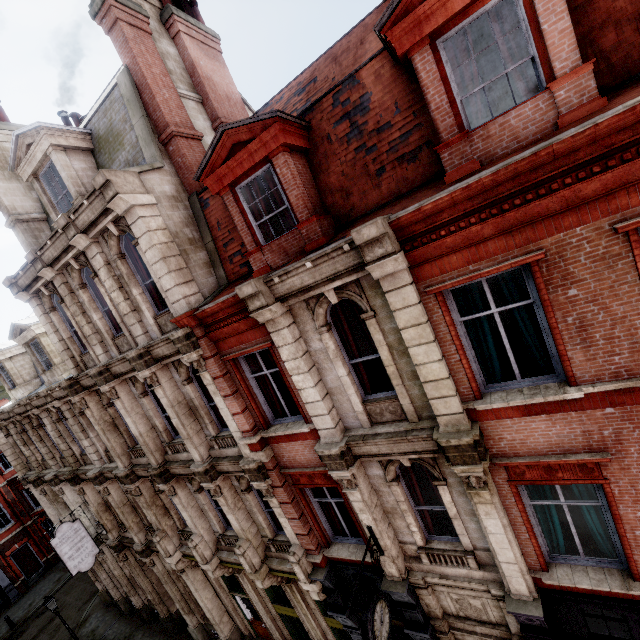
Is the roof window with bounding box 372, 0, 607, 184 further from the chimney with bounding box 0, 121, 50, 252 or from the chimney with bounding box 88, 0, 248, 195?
the chimney with bounding box 0, 121, 50, 252

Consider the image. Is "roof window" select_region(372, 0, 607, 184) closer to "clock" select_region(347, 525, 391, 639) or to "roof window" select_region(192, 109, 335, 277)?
"roof window" select_region(192, 109, 335, 277)

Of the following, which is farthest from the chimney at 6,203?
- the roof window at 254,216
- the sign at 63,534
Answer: the sign at 63,534

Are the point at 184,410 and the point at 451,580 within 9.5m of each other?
yes

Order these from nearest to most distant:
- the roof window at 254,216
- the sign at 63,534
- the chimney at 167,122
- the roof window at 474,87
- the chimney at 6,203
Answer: the roof window at 474,87 < the roof window at 254,216 < the chimney at 167,122 < the chimney at 6,203 < the sign at 63,534

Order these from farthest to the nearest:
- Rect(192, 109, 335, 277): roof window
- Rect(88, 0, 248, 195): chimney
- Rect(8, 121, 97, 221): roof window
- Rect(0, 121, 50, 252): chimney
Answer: Rect(0, 121, 50, 252): chimney < Rect(8, 121, 97, 221): roof window < Rect(88, 0, 248, 195): chimney < Rect(192, 109, 335, 277): roof window

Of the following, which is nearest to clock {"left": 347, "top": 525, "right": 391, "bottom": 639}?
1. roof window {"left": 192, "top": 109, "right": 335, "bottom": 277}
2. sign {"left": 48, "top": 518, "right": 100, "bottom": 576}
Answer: roof window {"left": 192, "top": 109, "right": 335, "bottom": 277}
